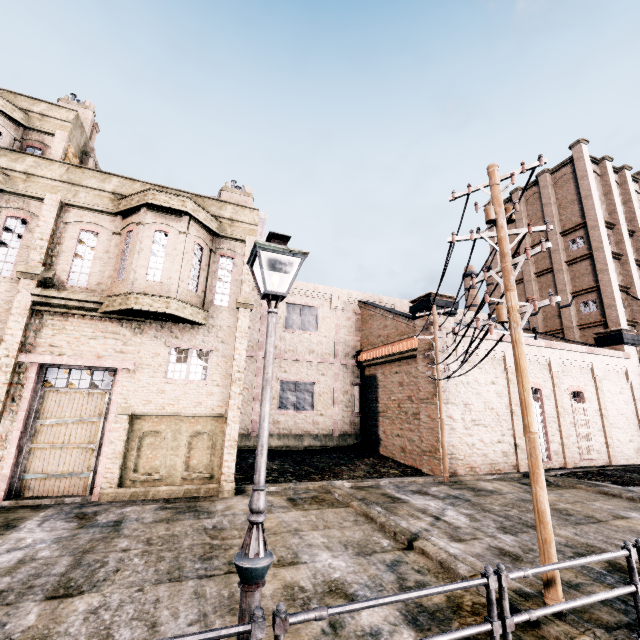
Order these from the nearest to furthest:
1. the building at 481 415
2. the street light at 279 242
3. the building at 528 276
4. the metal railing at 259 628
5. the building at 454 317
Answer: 1. the metal railing at 259 628
2. the street light at 279 242
3. the building at 481 415
4. the building at 454 317
5. the building at 528 276

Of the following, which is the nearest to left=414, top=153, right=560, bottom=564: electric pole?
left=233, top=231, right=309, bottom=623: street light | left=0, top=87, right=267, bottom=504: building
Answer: left=0, top=87, right=267, bottom=504: building

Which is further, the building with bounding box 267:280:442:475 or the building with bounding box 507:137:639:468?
the building with bounding box 507:137:639:468

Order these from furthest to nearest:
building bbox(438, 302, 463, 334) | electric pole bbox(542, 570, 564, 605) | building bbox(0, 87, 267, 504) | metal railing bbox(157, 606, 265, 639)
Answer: building bbox(438, 302, 463, 334)
building bbox(0, 87, 267, 504)
electric pole bbox(542, 570, 564, 605)
metal railing bbox(157, 606, 265, 639)

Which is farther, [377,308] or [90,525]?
[377,308]

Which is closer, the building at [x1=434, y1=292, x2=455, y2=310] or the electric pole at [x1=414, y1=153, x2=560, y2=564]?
the electric pole at [x1=414, y1=153, x2=560, y2=564]

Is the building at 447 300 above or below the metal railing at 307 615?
above
